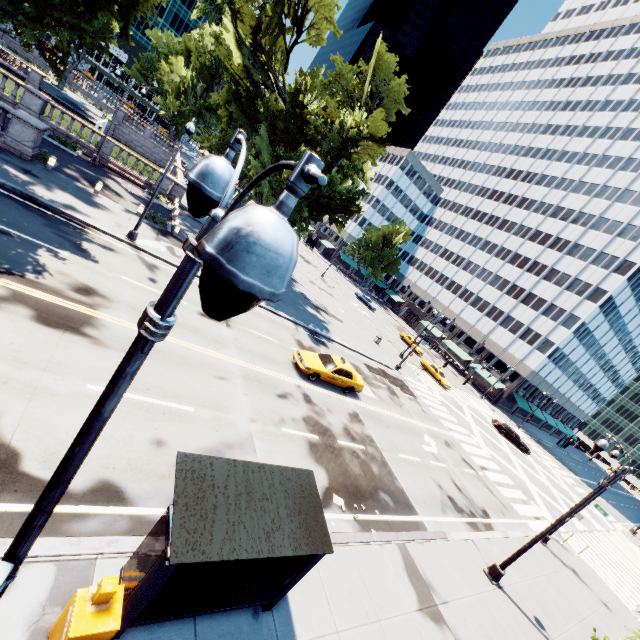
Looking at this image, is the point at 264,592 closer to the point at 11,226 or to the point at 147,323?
the point at 147,323

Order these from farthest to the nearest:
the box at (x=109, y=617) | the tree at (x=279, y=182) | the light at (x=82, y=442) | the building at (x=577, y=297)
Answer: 1. the building at (x=577, y=297)
2. the tree at (x=279, y=182)
3. the box at (x=109, y=617)
4. the light at (x=82, y=442)

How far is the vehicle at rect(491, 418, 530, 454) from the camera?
39.1m

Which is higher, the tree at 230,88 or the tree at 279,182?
the tree at 230,88

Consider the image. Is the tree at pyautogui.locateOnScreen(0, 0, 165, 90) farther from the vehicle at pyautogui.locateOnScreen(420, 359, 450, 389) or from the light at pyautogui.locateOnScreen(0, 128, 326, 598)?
the vehicle at pyautogui.locateOnScreen(420, 359, 450, 389)

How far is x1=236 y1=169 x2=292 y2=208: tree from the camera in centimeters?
2480cm

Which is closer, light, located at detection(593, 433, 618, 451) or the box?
the box

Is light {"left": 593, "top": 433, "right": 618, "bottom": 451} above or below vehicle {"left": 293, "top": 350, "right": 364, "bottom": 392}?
above
